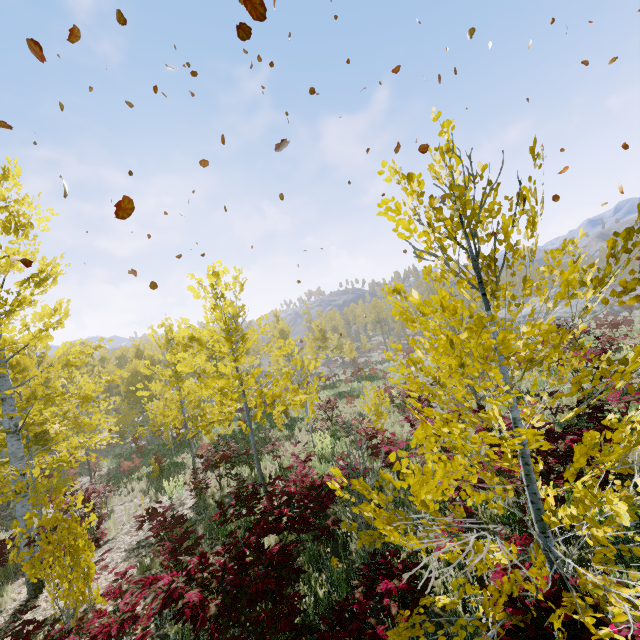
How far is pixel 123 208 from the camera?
3.0m

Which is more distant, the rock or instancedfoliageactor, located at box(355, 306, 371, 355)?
instancedfoliageactor, located at box(355, 306, 371, 355)

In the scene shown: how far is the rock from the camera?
44.2m

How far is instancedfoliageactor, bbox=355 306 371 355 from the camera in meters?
49.0

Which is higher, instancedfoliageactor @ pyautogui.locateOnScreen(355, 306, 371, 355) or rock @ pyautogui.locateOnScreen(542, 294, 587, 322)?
instancedfoliageactor @ pyautogui.locateOnScreen(355, 306, 371, 355)

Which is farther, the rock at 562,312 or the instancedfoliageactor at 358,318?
the instancedfoliageactor at 358,318

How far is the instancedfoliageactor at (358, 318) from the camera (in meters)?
48.97
